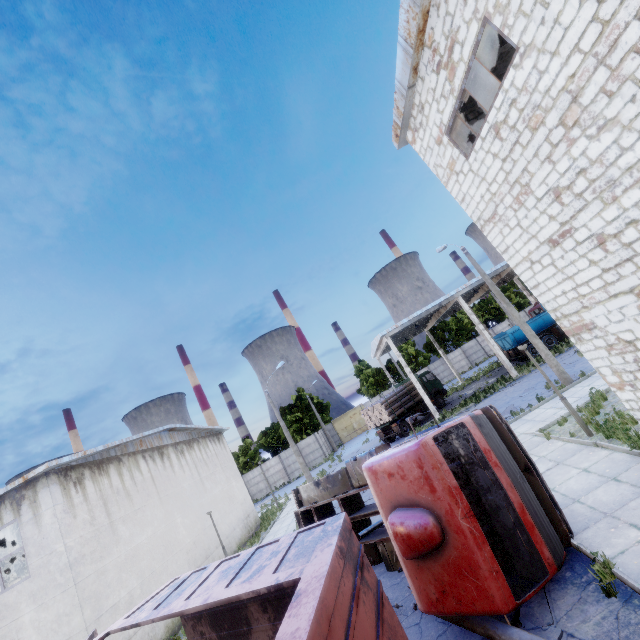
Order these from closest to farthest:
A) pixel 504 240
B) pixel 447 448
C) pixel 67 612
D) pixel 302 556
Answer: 1. pixel 302 556
2. pixel 447 448
3. pixel 504 240
4. pixel 67 612

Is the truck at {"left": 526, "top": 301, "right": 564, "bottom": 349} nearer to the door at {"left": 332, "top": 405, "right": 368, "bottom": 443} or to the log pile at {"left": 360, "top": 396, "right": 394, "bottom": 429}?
the log pile at {"left": 360, "top": 396, "right": 394, "bottom": 429}

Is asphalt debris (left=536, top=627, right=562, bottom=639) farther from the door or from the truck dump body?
the door

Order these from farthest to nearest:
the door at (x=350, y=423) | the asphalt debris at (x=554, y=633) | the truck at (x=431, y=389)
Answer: the door at (x=350, y=423) → the truck at (x=431, y=389) → the asphalt debris at (x=554, y=633)

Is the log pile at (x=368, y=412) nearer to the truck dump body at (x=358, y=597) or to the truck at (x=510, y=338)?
the truck at (x=510, y=338)

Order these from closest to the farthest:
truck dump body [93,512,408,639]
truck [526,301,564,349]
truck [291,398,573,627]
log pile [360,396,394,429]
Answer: truck dump body [93,512,408,639]
truck [291,398,573,627]
log pile [360,396,394,429]
truck [526,301,564,349]

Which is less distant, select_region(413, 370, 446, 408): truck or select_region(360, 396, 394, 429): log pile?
select_region(360, 396, 394, 429): log pile

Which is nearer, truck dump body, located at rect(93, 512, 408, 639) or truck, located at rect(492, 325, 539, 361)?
truck dump body, located at rect(93, 512, 408, 639)
